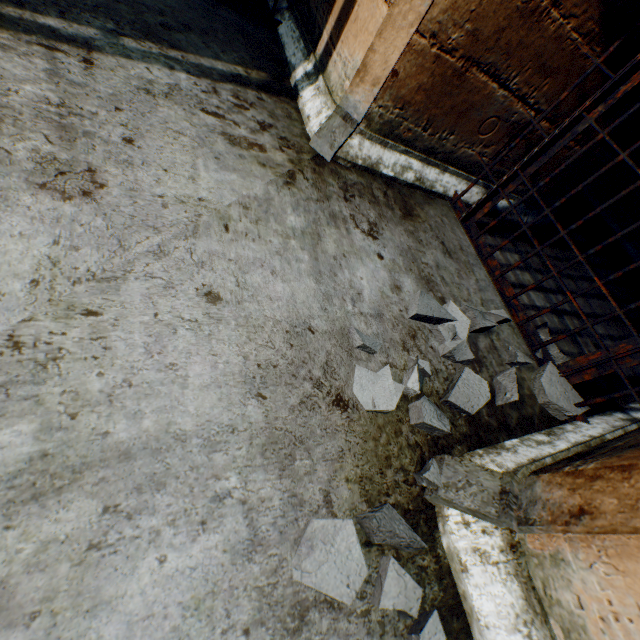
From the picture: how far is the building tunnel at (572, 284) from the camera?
2.58m

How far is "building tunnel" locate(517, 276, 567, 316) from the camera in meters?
2.0

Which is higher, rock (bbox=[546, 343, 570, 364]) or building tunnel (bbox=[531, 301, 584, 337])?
rock (bbox=[546, 343, 570, 364])

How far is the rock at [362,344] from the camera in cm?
112

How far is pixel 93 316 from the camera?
0.8 meters

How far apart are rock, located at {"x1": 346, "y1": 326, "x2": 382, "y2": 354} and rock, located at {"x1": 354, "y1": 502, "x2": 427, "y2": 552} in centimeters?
29cm

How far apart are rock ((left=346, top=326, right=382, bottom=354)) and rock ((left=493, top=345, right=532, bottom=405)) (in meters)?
0.15
